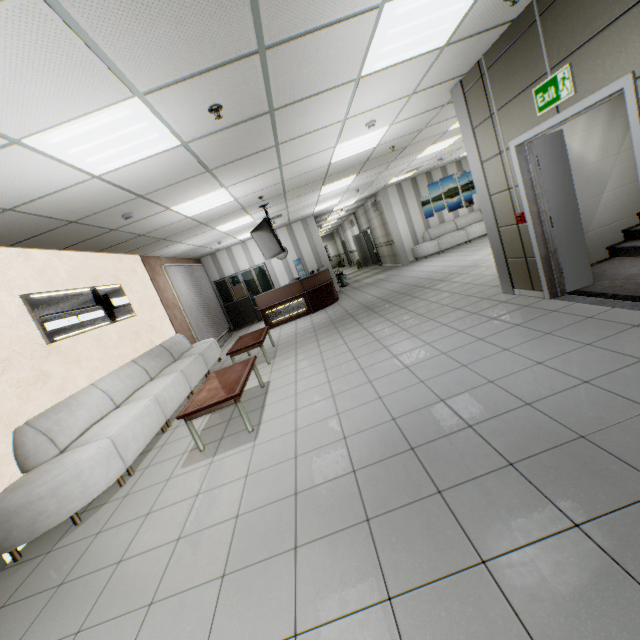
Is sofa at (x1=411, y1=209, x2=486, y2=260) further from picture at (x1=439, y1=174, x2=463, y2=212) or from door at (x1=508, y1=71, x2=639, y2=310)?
door at (x1=508, y1=71, x2=639, y2=310)

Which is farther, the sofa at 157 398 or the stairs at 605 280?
the stairs at 605 280

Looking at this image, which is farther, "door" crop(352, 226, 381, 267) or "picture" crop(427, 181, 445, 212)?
"door" crop(352, 226, 381, 267)

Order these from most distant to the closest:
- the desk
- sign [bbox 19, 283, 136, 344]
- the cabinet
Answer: the cabinet < the desk < sign [bbox 19, 283, 136, 344]

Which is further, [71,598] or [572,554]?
[71,598]

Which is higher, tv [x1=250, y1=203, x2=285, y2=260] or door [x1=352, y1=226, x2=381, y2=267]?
tv [x1=250, y1=203, x2=285, y2=260]

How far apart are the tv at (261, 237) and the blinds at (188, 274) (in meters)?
2.86

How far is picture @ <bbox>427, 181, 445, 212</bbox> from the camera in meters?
13.4 m
